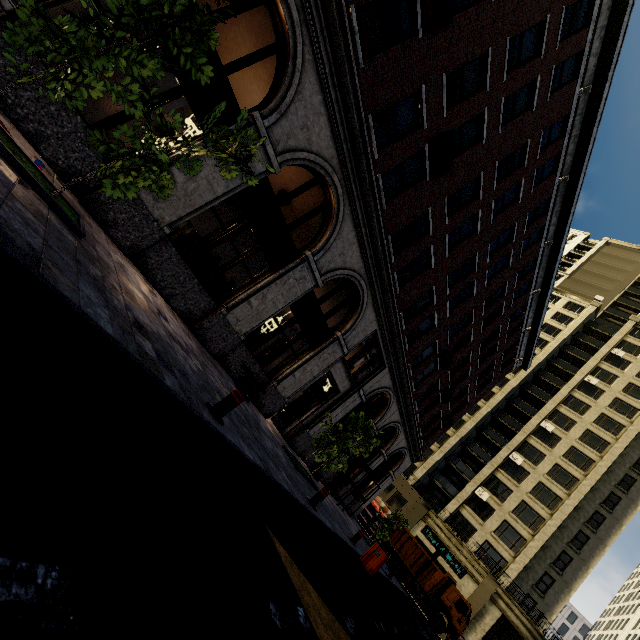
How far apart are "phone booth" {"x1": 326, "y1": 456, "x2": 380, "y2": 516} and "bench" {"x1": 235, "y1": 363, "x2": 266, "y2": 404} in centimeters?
1042cm

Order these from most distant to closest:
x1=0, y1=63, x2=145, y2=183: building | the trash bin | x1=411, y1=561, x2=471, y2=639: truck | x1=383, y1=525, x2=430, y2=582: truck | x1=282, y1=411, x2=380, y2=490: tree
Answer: x1=383, y1=525, x2=430, y2=582: truck, x1=411, y1=561, x2=471, y2=639: truck, x1=282, y1=411, x2=380, y2=490: tree, the trash bin, x1=0, y1=63, x2=145, y2=183: building

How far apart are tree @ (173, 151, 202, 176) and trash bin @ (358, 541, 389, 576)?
11.30m

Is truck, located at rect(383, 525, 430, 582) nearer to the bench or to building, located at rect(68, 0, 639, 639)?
building, located at rect(68, 0, 639, 639)

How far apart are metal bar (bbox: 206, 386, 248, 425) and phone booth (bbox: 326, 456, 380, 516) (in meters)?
15.69

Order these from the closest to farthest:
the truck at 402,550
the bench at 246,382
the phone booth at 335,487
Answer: the bench at 246,382
the phone booth at 335,487
the truck at 402,550

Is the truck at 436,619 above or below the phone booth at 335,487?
above

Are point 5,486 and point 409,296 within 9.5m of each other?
no
